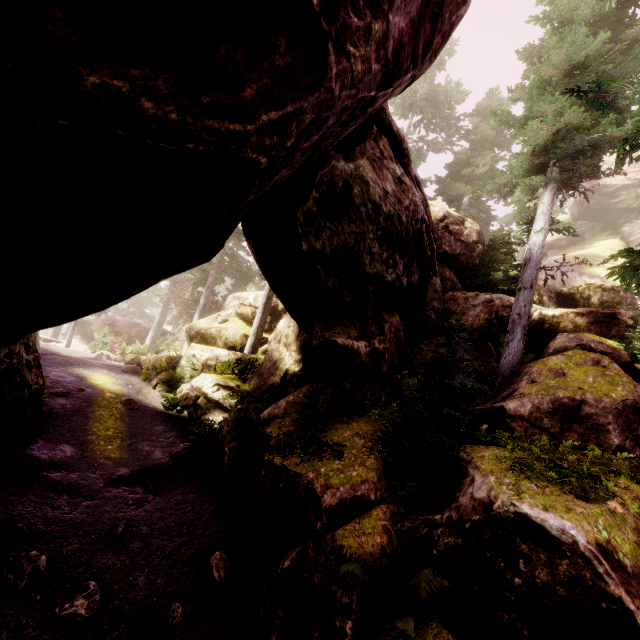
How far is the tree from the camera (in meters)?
25.80

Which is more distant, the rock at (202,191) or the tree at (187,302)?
the tree at (187,302)

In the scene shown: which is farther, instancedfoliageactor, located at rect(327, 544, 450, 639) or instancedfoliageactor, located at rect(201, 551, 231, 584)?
instancedfoliageactor, located at rect(201, 551, 231, 584)

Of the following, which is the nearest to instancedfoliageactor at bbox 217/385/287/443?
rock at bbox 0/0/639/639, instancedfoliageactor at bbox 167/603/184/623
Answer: rock at bbox 0/0/639/639

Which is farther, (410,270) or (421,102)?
(421,102)

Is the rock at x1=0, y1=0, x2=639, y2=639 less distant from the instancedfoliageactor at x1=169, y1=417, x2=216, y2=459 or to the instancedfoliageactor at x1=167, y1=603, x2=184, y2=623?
the instancedfoliageactor at x1=169, y1=417, x2=216, y2=459

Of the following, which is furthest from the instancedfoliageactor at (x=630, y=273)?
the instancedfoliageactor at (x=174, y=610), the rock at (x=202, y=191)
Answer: the instancedfoliageactor at (x=174, y=610)
